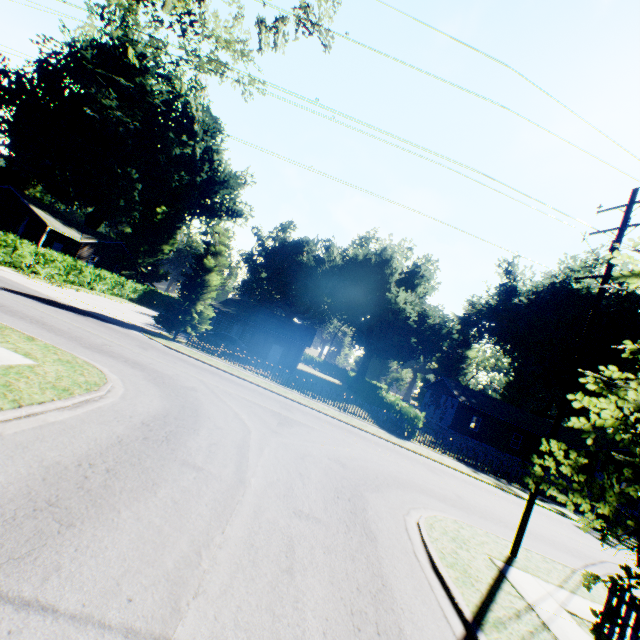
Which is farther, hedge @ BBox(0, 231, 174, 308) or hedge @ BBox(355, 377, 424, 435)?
hedge @ BBox(0, 231, 174, 308)

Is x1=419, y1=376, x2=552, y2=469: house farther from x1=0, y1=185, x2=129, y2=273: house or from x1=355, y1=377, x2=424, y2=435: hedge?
x1=0, y1=185, x2=129, y2=273: house

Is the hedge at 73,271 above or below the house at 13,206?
below

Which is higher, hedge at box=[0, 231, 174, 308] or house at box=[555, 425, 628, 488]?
house at box=[555, 425, 628, 488]

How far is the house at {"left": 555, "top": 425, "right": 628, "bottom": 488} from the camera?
31.3 meters

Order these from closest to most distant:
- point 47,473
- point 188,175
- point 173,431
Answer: point 47,473, point 173,431, point 188,175

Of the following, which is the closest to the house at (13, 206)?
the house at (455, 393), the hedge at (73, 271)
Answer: the hedge at (73, 271)

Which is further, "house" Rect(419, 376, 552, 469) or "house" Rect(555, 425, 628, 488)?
"house" Rect(419, 376, 552, 469)
